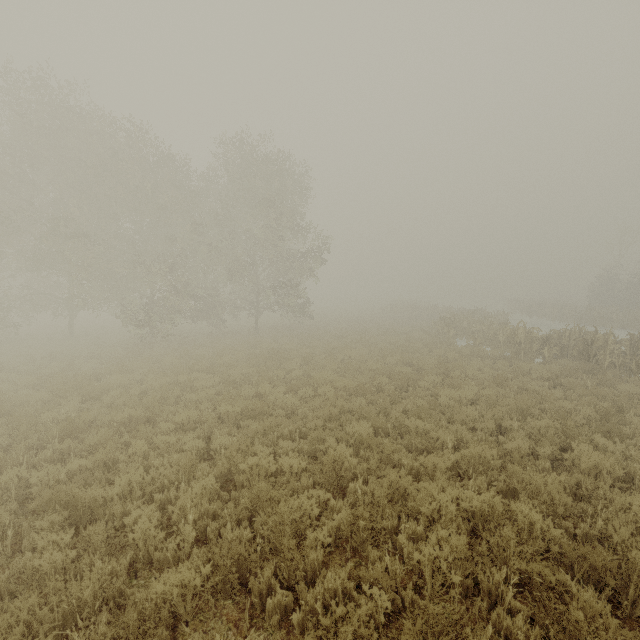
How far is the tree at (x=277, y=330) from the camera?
24.04m

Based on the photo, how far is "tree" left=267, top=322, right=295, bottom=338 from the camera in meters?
24.0

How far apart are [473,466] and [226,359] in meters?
11.7 m
